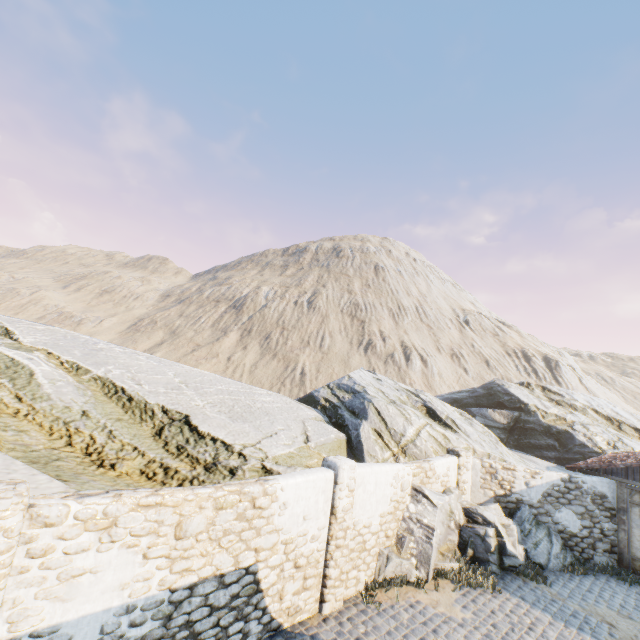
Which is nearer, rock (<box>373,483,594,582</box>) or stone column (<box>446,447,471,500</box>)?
rock (<box>373,483,594,582</box>)

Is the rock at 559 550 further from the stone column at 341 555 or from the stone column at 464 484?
the stone column at 341 555

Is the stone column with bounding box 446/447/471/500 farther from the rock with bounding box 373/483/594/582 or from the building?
the building

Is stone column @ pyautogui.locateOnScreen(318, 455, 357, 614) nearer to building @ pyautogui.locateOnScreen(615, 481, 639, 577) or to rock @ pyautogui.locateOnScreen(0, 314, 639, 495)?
rock @ pyautogui.locateOnScreen(0, 314, 639, 495)

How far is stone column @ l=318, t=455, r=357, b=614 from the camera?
7.38m

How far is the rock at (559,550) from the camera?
9.10m

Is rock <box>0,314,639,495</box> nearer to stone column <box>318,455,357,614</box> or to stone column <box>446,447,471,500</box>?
stone column <box>446,447,471,500</box>

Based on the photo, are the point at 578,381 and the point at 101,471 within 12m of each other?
no
